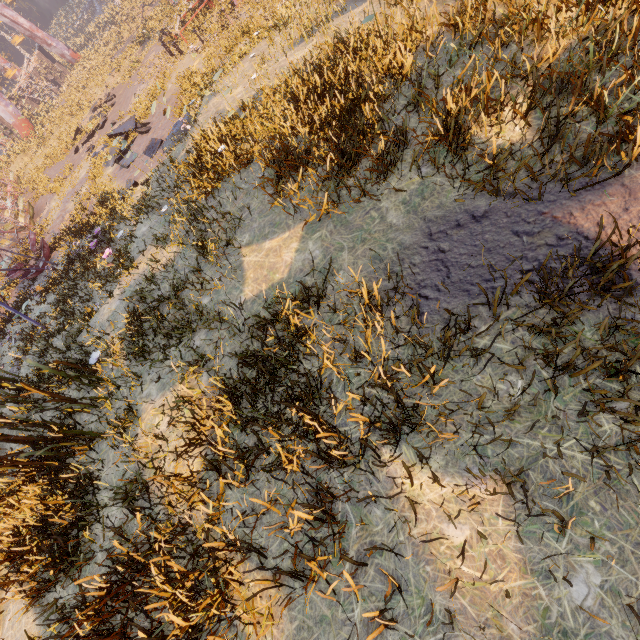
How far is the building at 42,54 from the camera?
39.4m

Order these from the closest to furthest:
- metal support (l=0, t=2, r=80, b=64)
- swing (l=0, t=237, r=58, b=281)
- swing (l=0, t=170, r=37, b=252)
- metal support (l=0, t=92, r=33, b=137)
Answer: swing (l=0, t=237, r=58, b=281) → swing (l=0, t=170, r=37, b=252) → metal support (l=0, t=92, r=33, b=137) → metal support (l=0, t=2, r=80, b=64)

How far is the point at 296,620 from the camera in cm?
305

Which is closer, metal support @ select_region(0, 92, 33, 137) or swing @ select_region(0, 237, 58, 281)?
swing @ select_region(0, 237, 58, 281)

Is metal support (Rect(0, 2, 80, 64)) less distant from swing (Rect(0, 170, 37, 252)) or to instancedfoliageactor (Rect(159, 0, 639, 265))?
swing (Rect(0, 170, 37, 252))

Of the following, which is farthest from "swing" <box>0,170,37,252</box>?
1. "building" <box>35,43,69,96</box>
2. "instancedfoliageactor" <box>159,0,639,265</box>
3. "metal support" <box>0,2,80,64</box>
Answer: "instancedfoliageactor" <box>159,0,639,265</box>

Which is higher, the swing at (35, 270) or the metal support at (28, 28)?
the metal support at (28, 28)
